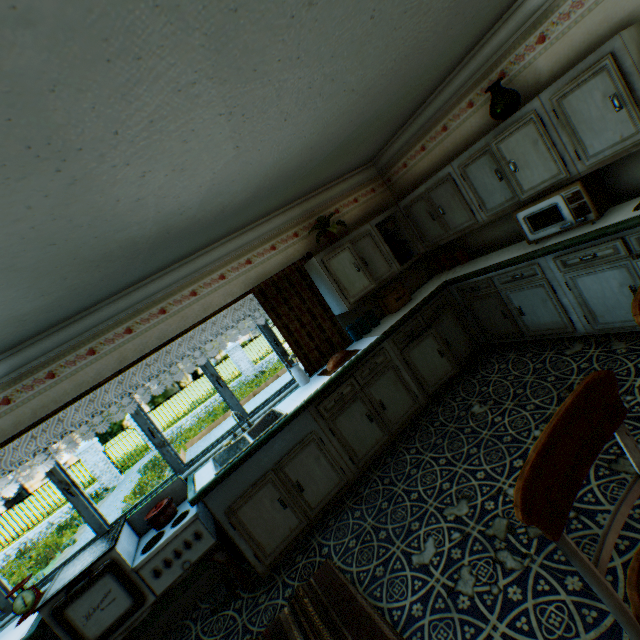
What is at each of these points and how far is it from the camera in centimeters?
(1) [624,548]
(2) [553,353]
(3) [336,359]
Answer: (1) building, 175cm
(2) building, 358cm
(3) bread, 392cm

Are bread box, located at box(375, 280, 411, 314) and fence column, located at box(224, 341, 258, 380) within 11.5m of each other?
no

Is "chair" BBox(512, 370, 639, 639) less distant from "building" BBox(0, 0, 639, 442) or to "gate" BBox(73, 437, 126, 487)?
"building" BBox(0, 0, 639, 442)

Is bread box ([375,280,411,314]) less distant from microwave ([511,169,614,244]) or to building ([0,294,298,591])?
building ([0,294,298,591])

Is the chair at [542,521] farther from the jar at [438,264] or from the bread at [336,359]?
the jar at [438,264]

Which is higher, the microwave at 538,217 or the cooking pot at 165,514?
the microwave at 538,217

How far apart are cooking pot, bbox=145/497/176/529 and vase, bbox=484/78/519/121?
5.1 meters

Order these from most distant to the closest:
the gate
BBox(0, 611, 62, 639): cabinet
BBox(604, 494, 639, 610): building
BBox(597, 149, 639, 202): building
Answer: the gate, BBox(597, 149, 639, 202): building, BBox(0, 611, 62, 639): cabinet, BBox(604, 494, 639, 610): building
